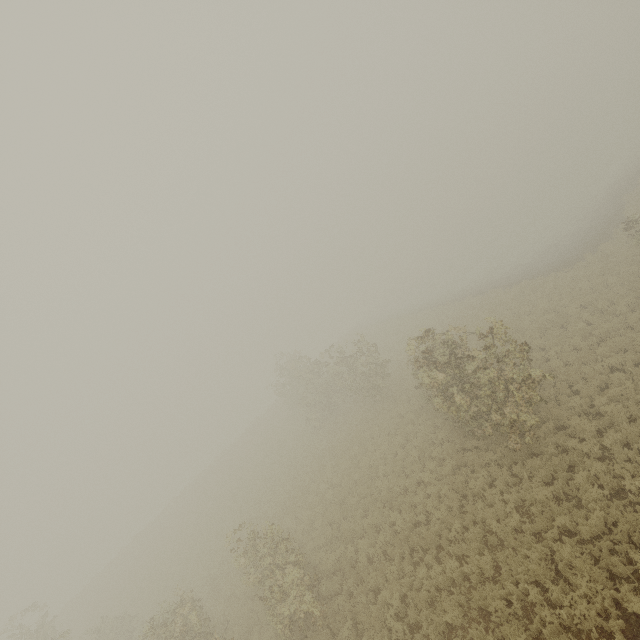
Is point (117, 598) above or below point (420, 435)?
above
